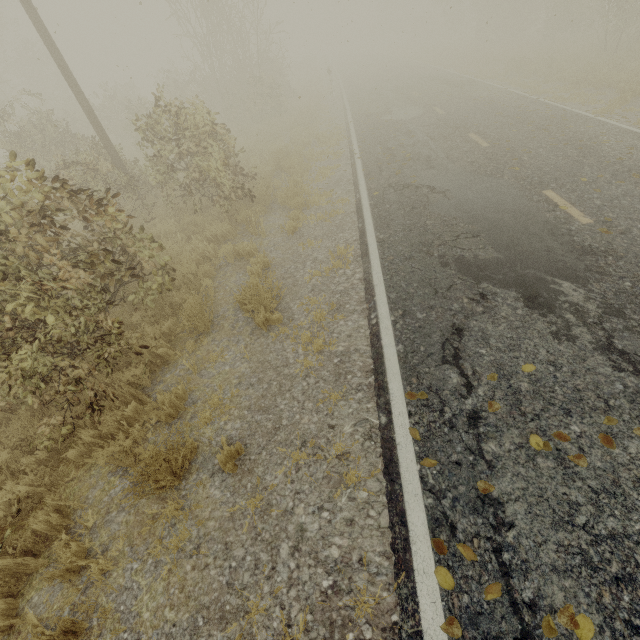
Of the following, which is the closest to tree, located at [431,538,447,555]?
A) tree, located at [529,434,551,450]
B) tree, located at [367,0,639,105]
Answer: tree, located at [529,434,551,450]

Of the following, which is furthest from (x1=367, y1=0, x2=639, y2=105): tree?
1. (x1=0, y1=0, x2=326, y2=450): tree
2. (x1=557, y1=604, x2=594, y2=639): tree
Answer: (x1=557, y1=604, x2=594, y2=639): tree

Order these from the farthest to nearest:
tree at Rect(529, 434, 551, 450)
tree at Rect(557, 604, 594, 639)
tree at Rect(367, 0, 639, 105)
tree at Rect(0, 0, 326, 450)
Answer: tree at Rect(367, 0, 639, 105)
tree at Rect(0, 0, 326, 450)
tree at Rect(529, 434, 551, 450)
tree at Rect(557, 604, 594, 639)

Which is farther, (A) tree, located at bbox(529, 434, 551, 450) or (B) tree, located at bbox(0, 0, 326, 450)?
(B) tree, located at bbox(0, 0, 326, 450)

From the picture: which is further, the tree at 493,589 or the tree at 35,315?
the tree at 35,315

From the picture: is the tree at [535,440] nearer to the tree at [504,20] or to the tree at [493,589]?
the tree at [493,589]

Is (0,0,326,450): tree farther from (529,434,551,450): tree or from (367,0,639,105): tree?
(367,0,639,105): tree

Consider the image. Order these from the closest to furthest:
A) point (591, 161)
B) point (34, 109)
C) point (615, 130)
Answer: point (591, 161), point (615, 130), point (34, 109)
